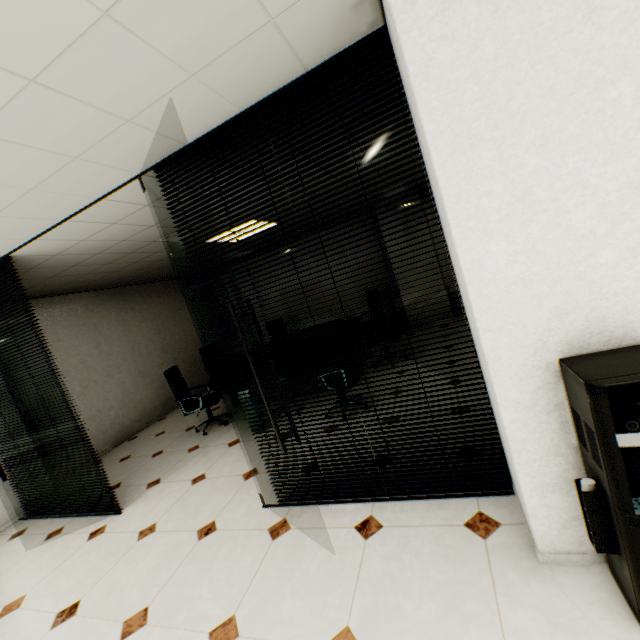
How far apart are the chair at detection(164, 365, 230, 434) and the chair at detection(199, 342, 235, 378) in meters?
1.2

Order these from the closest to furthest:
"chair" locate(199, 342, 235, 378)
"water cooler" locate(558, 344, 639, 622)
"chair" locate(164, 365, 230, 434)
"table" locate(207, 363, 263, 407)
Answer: "water cooler" locate(558, 344, 639, 622)
"table" locate(207, 363, 263, 407)
"chair" locate(164, 365, 230, 434)
"chair" locate(199, 342, 235, 378)

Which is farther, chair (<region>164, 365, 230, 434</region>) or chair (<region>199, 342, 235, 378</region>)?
chair (<region>199, 342, 235, 378</region>)

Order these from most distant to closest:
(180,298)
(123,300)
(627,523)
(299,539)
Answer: (180,298), (123,300), (299,539), (627,523)

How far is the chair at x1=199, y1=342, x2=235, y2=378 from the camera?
7.1 meters

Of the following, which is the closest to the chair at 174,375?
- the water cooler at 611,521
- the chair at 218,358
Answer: the chair at 218,358

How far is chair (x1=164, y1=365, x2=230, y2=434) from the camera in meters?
5.1 m

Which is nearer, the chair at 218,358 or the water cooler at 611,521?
Answer: the water cooler at 611,521
